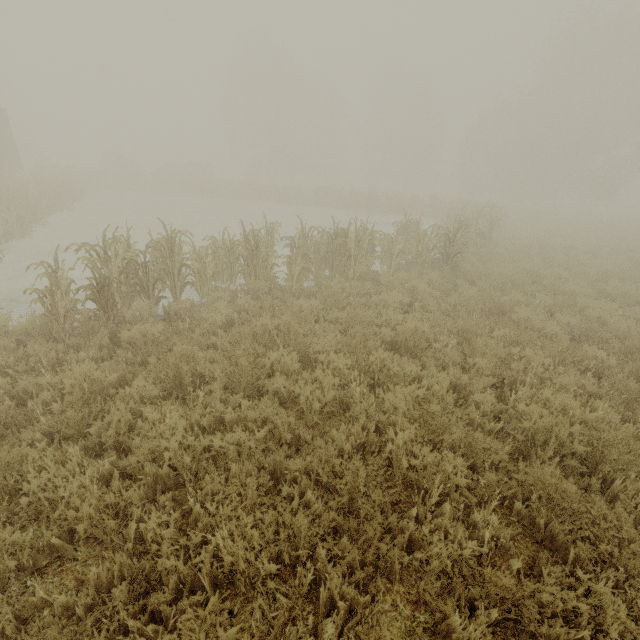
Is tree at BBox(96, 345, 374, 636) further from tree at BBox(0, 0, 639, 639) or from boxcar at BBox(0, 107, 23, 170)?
boxcar at BBox(0, 107, 23, 170)

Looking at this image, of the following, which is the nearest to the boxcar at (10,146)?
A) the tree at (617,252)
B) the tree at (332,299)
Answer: the tree at (332,299)

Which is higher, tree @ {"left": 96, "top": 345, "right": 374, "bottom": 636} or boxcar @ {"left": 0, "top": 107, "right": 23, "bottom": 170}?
boxcar @ {"left": 0, "top": 107, "right": 23, "bottom": 170}

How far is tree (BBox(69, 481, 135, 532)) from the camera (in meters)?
2.59

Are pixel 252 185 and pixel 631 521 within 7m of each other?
no

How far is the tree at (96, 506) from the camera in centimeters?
259cm

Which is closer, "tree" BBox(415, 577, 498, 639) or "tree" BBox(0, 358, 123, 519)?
"tree" BBox(415, 577, 498, 639)
